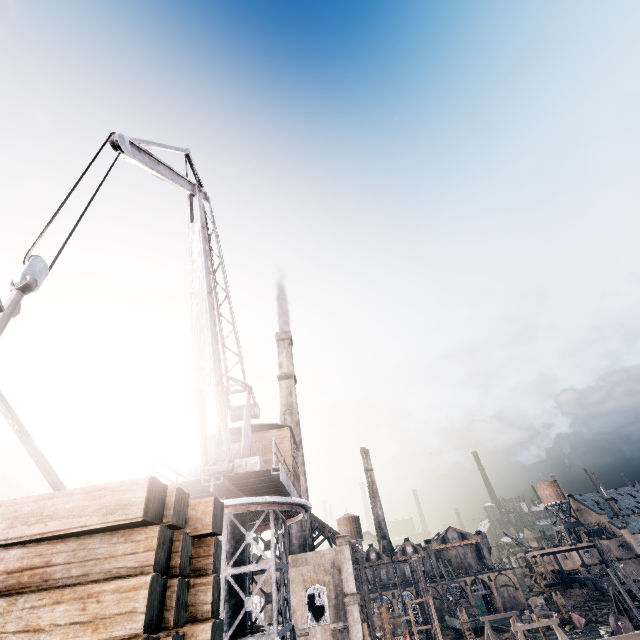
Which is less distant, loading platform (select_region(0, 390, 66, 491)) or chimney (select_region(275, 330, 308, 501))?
loading platform (select_region(0, 390, 66, 491))

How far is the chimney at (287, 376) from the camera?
41.1m

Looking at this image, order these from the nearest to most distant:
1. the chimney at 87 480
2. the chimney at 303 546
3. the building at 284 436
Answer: the building at 284 436 → the chimney at 303 546 → the chimney at 87 480

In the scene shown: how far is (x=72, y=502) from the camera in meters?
2.5

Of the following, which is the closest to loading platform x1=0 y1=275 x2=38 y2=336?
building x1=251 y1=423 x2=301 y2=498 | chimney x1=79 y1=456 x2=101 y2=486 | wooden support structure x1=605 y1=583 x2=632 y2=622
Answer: building x1=251 y1=423 x2=301 y2=498

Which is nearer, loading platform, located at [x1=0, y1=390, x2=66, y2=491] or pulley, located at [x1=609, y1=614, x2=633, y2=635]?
loading platform, located at [x1=0, y1=390, x2=66, y2=491]

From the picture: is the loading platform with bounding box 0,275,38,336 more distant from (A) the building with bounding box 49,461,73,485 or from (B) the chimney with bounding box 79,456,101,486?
(B) the chimney with bounding box 79,456,101,486

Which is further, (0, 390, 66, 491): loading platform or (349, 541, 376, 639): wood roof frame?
(349, 541, 376, 639): wood roof frame
